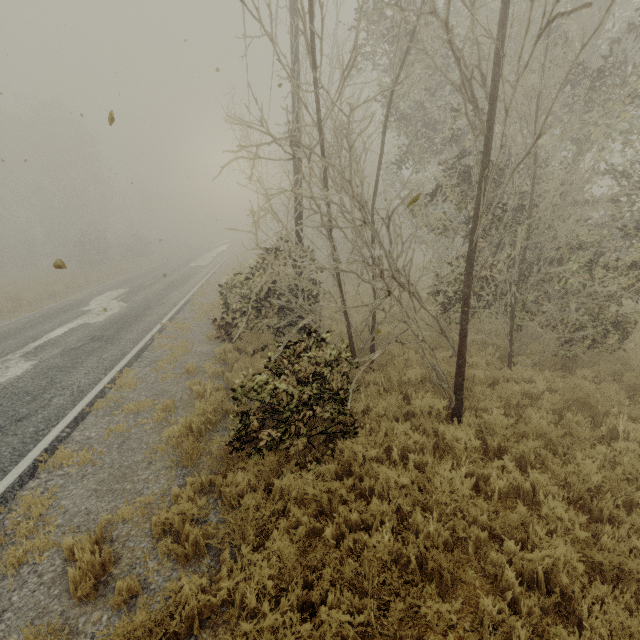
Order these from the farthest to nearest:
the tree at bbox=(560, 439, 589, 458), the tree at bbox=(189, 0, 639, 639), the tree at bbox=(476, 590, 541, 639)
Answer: the tree at bbox=(560, 439, 589, 458) < the tree at bbox=(189, 0, 639, 639) < the tree at bbox=(476, 590, 541, 639)

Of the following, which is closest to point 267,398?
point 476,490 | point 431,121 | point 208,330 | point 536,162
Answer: point 476,490

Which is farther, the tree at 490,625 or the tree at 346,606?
the tree at 346,606

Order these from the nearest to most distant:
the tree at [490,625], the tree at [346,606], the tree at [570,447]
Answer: the tree at [490,625] → the tree at [346,606] → the tree at [570,447]

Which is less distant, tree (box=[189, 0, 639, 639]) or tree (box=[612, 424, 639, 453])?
tree (box=[189, 0, 639, 639])

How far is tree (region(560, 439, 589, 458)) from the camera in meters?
5.0 m
